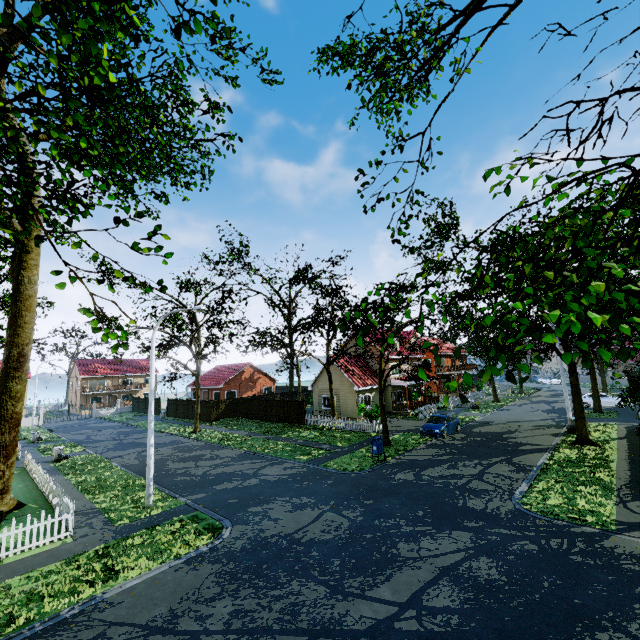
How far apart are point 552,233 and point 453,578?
8.79m

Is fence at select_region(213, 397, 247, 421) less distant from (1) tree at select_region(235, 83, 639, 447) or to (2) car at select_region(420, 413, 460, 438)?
(1) tree at select_region(235, 83, 639, 447)

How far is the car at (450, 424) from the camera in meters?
23.1 m

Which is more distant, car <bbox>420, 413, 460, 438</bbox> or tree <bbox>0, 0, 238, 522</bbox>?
car <bbox>420, 413, 460, 438</bbox>

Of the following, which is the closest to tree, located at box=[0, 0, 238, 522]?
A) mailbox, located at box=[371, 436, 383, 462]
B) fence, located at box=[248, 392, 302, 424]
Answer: fence, located at box=[248, 392, 302, 424]

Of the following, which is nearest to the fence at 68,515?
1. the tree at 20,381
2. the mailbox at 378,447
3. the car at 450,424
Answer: the tree at 20,381

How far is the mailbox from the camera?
18.6m

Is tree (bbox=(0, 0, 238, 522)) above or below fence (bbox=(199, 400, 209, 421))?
above
